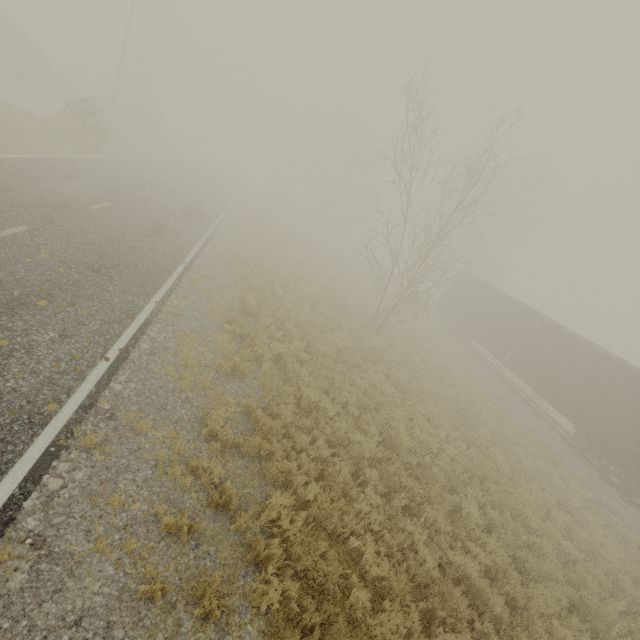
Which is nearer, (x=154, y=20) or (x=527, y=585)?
(x=527, y=585)
